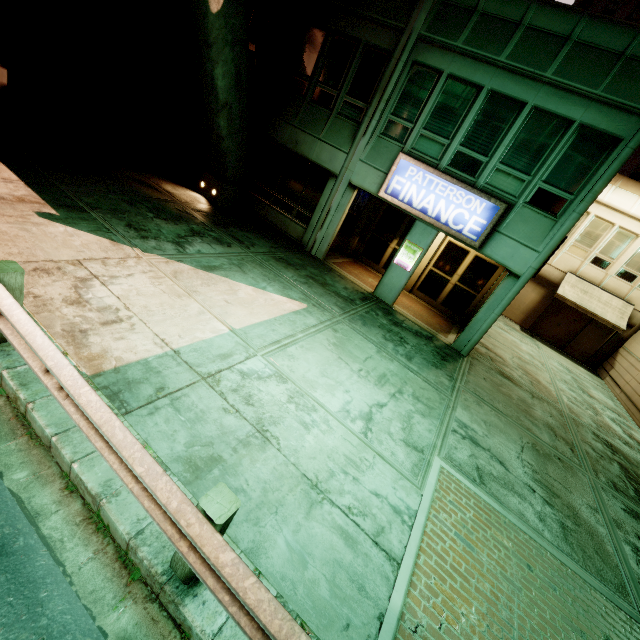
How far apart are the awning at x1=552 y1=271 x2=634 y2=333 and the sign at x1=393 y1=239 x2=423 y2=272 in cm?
1168

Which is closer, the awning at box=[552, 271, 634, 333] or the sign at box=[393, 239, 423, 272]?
the sign at box=[393, 239, 423, 272]

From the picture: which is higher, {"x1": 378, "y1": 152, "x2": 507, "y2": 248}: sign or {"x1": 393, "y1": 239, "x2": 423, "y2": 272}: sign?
{"x1": 378, "y1": 152, "x2": 507, "y2": 248}: sign

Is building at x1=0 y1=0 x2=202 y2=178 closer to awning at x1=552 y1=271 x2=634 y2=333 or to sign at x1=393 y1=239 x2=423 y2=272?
sign at x1=393 y1=239 x2=423 y2=272

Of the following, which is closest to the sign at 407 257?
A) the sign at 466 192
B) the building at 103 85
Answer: the sign at 466 192

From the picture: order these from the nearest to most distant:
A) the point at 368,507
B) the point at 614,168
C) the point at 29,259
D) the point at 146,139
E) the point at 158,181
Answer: the point at 368,507 → the point at 29,259 → the point at 614,168 → the point at 158,181 → the point at 146,139

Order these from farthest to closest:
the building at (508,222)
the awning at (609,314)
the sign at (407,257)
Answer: the awning at (609,314)
the sign at (407,257)
the building at (508,222)

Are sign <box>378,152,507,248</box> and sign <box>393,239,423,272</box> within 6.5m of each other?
yes
